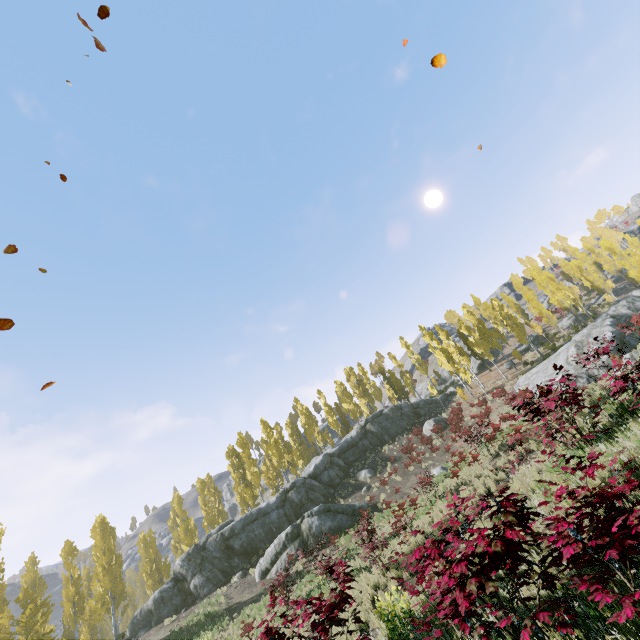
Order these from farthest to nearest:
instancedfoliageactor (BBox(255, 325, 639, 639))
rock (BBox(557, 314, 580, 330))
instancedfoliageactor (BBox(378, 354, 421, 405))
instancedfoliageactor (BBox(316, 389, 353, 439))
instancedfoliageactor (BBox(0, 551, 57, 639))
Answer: instancedfoliageactor (BBox(378, 354, 421, 405)) < rock (BBox(557, 314, 580, 330)) < instancedfoliageactor (BBox(316, 389, 353, 439)) < instancedfoliageactor (BBox(0, 551, 57, 639)) < instancedfoliageactor (BBox(255, 325, 639, 639))

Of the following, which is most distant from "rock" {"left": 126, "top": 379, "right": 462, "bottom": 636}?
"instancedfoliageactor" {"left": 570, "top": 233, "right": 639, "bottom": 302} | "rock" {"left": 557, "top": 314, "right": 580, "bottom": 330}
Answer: "rock" {"left": 557, "top": 314, "right": 580, "bottom": 330}

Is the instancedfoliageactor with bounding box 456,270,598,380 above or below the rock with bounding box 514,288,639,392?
above

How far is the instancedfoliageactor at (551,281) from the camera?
40.9m

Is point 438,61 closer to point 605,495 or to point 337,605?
point 605,495

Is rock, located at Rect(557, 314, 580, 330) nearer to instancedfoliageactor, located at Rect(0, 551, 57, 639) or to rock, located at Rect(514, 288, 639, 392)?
instancedfoliageactor, located at Rect(0, 551, 57, 639)

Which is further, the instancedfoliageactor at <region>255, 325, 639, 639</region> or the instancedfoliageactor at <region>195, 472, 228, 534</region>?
the instancedfoliageactor at <region>195, 472, 228, 534</region>
